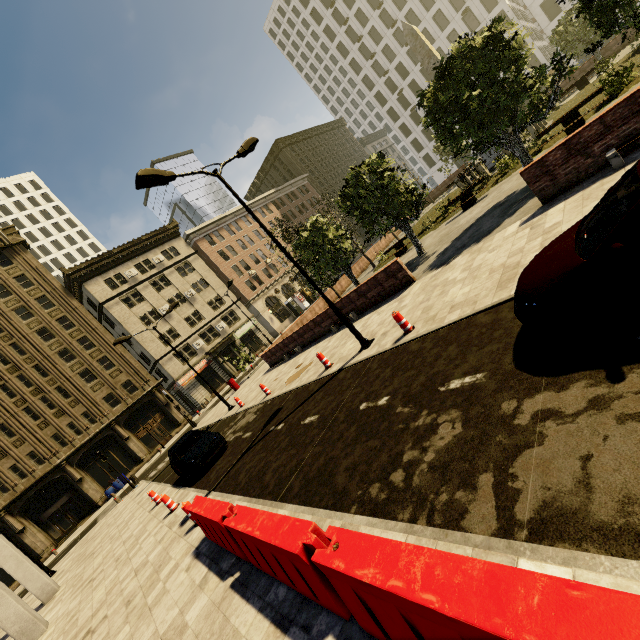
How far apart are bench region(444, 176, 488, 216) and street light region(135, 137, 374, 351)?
12.56m

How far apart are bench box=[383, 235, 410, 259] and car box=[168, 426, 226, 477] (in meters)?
16.30

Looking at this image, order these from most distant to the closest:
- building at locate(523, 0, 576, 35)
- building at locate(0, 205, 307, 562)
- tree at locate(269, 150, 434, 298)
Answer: building at locate(523, 0, 576, 35)
building at locate(0, 205, 307, 562)
tree at locate(269, 150, 434, 298)

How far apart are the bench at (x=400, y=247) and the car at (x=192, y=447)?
16.3m

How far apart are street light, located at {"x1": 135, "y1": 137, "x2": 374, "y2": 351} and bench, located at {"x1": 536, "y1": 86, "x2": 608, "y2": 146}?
13.4m

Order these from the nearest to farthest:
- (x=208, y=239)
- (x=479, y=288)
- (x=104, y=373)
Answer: (x=479, y=288)
(x=104, y=373)
(x=208, y=239)

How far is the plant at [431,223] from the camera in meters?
21.2 m

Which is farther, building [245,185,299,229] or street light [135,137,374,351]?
building [245,185,299,229]
